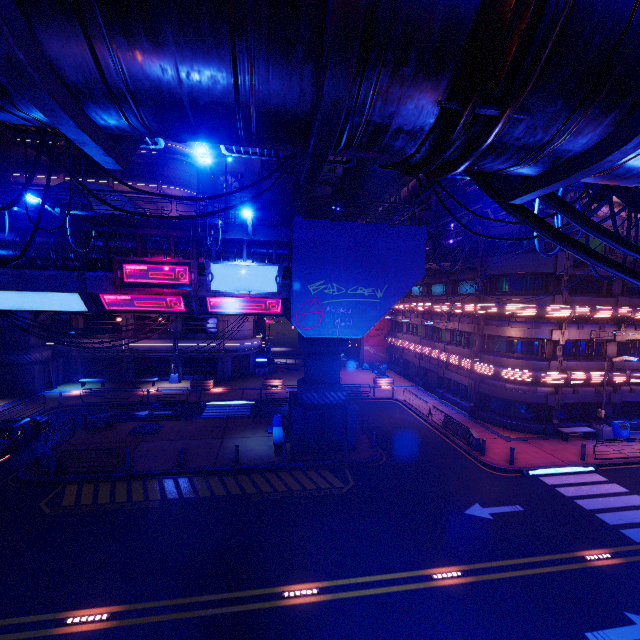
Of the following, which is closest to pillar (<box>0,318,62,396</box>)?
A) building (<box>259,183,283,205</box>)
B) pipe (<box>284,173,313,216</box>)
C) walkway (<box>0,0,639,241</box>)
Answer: pipe (<box>284,173,313,216</box>)

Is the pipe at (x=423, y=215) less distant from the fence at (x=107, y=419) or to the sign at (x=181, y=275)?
the sign at (x=181, y=275)

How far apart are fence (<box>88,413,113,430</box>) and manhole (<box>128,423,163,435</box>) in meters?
1.3

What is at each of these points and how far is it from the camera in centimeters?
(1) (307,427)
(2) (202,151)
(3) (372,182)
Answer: (1) pillar, 1964cm
(2) street light, 740cm
(3) awning, 2602cm

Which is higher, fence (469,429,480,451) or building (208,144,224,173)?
building (208,144,224,173)

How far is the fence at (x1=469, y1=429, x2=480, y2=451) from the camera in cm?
2028

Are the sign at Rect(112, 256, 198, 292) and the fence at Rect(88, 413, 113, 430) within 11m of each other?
no

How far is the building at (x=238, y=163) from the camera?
45.8m
